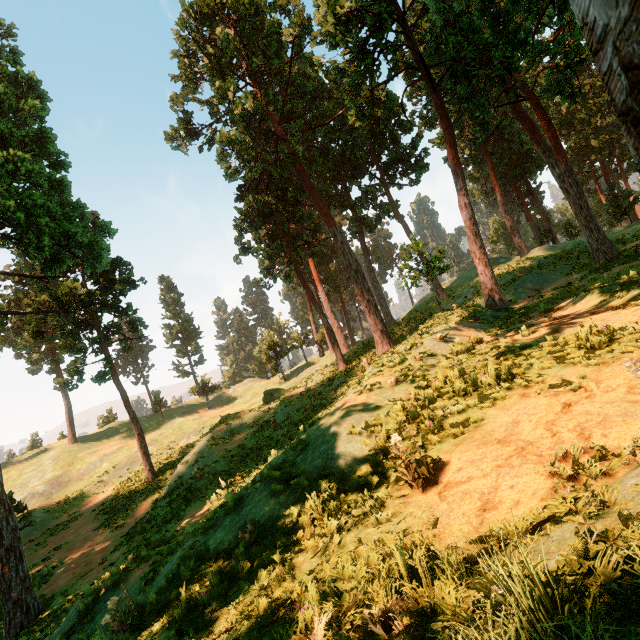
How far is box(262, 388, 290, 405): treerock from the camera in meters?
32.0

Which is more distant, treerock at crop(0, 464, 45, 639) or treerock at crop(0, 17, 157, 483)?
treerock at crop(0, 17, 157, 483)

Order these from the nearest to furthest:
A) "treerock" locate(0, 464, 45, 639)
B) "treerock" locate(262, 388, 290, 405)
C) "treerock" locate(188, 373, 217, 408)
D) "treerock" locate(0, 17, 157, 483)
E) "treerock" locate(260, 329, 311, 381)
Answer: "treerock" locate(0, 464, 45, 639)
"treerock" locate(0, 17, 157, 483)
"treerock" locate(262, 388, 290, 405)
"treerock" locate(260, 329, 311, 381)
"treerock" locate(188, 373, 217, 408)

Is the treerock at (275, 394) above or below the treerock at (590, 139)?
below

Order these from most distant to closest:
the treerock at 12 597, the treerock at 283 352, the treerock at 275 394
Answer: the treerock at 283 352 < the treerock at 275 394 < the treerock at 12 597

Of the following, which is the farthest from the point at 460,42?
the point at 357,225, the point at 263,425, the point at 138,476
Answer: the point at 138,476
